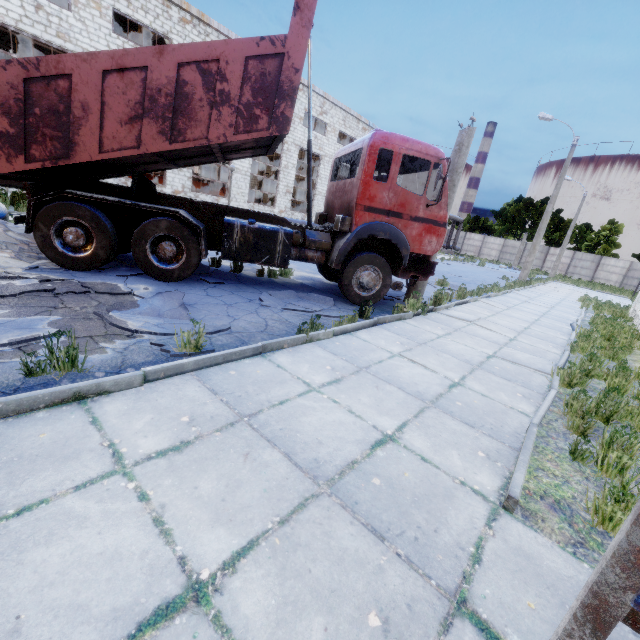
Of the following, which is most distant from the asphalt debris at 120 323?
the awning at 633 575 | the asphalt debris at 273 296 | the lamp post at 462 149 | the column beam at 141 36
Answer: the column beam at 141 36

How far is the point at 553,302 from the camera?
15.89m

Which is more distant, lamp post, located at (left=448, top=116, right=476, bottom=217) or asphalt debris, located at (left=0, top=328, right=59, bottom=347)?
lamp post, located at (left=448, top=116, right=476, bottom=217)

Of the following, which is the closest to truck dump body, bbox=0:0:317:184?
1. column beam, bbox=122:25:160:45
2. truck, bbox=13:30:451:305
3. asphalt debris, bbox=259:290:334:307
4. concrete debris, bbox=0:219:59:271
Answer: truck, bbox=13:30:451:305

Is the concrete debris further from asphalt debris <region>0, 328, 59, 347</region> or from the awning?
the awning

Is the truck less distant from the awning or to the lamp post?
the lamp post

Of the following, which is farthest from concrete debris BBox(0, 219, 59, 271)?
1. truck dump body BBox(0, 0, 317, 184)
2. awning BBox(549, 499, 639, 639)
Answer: awning BBox(549, 499, 639, 639)

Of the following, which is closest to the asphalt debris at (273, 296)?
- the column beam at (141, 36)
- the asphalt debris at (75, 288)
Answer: the asphalt debris at (75, 288)
